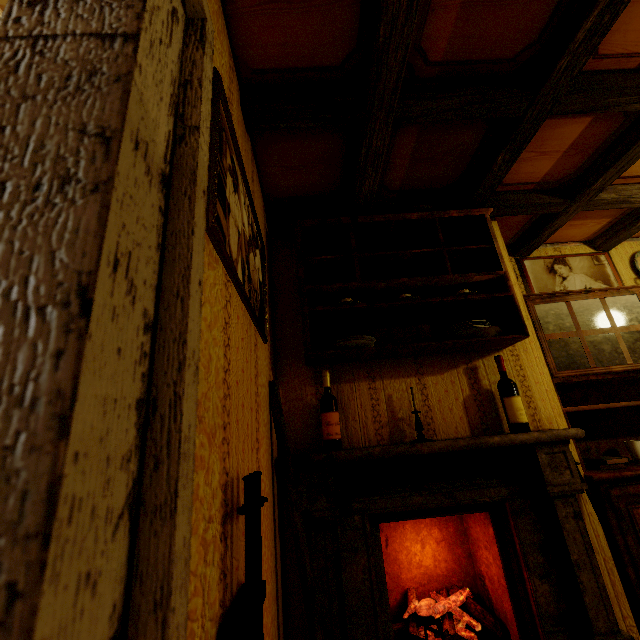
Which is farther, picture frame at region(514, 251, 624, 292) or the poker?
picture frame at region(514, 251, 624, 292)

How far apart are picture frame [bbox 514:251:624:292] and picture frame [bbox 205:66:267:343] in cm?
253

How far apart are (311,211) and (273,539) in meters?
2.0

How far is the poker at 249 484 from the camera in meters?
0.7

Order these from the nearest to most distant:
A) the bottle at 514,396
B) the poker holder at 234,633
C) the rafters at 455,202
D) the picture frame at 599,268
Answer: the poker holder at 234,633 → the rafters at 455,202 → the bottle at 514,396 → the picture frame at 599,268

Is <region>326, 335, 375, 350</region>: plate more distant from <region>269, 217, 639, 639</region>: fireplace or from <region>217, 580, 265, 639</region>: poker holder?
<region>217, 580, 265, 639</region>: poker holder

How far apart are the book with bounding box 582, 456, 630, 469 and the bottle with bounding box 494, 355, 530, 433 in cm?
66

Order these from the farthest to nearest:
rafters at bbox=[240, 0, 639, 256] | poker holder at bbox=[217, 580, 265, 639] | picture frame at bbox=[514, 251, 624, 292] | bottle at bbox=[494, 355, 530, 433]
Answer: picture frame at bbox=[514, 251, 624, 292], bottle at bbox=[494, 355, 530, 433], rafters at bbox=[240, 0, 639, 256], poker holder at bbox=[217, 580, 265, 639]
